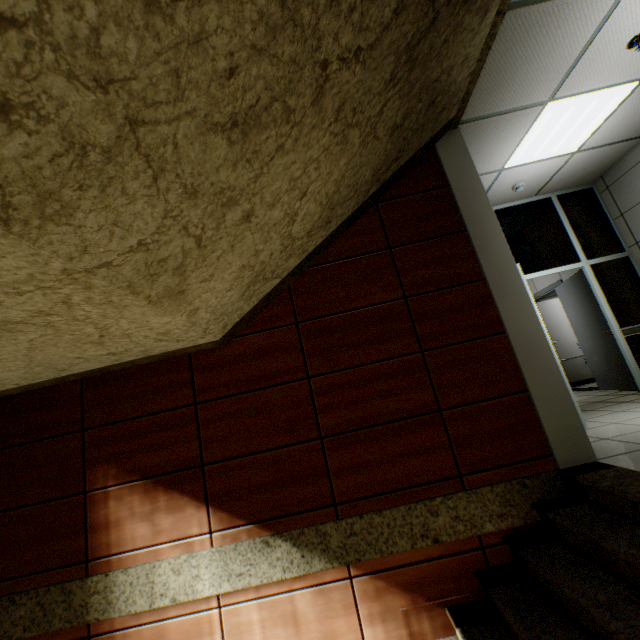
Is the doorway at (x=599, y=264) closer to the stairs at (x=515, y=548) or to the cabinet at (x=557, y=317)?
the stairs at (x=515, y=548)

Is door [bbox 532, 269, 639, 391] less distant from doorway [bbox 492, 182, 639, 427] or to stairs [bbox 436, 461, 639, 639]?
doorway [bbox 492, 182, 639, 427]

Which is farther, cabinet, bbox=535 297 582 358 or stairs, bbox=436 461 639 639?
cabinet, bbox=535 297 582 358

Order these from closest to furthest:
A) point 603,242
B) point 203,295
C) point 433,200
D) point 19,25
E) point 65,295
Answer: point 19,25 < point 65,295 < point 203,295 < point 433,200 < point 603,242

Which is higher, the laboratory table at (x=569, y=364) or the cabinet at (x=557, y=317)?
the cabinet at (x=557, y=317)

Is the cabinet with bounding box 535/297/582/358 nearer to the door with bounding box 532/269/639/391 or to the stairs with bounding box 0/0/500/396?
the door with bounding box 532/269/639/391

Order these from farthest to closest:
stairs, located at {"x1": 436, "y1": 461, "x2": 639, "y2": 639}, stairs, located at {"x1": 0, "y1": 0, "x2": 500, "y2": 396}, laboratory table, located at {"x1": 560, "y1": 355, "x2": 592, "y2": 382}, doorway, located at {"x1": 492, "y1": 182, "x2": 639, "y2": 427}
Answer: laboratory table, located at {"x1": 560, "y1": 355, "x2": 592, "y2": 382} → doorway, located at {"x1": 492, "y1": 182, "x2": 639, "y2": 427} → stairs, located at {"x1": 436, "y1": 461, "x2": 639, "y2": 639} → stairs, located at {"x1": 0, "y1": 0, "x2": 500, "y2": 396}

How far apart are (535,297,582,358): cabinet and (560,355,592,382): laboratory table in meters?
0.0 m
